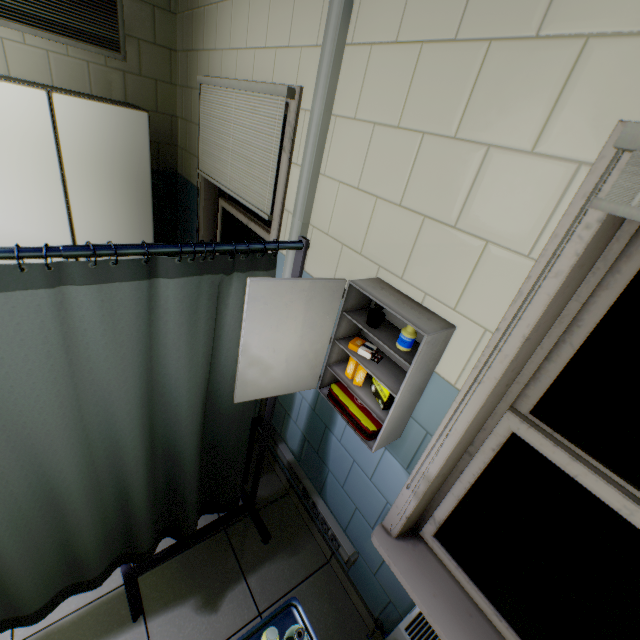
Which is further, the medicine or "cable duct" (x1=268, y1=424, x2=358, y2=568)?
"cable duct" (x1=268, y1=424, x2=358, y2=568)

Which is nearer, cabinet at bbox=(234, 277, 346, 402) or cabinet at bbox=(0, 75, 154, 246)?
cabinet at bbox=(234, 277, 346, 402)

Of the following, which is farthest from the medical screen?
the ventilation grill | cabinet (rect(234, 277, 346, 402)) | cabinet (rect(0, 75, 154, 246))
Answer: the ventilation grill

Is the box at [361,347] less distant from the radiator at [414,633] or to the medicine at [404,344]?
the medicine at [404,344]

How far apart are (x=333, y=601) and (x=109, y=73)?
4.2 meters

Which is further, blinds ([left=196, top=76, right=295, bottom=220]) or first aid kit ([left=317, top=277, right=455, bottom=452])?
blinds ([left=196, top=76, right=295, bottom=220])

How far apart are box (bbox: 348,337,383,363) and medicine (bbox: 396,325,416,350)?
0.2 meters

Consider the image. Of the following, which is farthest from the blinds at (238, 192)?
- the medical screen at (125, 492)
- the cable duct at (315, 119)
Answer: the medical screen at (125, 492)
